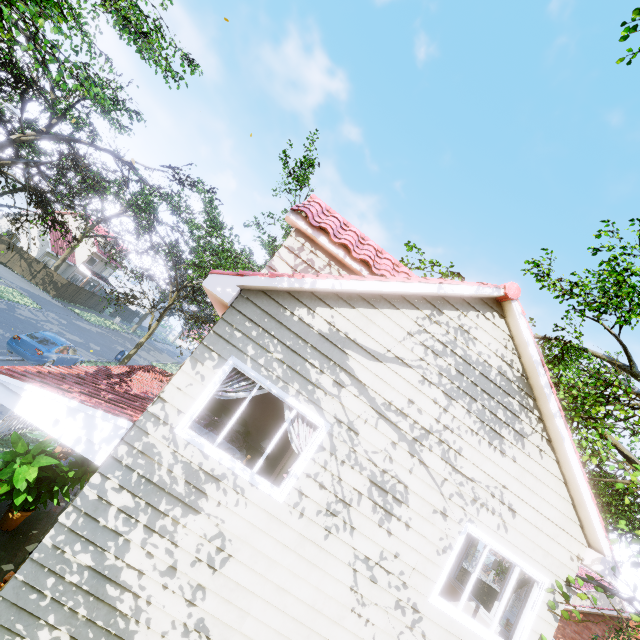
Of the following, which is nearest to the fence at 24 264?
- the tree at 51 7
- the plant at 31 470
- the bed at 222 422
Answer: the tree at 51 7

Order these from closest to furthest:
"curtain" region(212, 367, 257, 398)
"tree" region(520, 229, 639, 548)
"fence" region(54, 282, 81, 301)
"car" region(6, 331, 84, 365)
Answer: "curtain" region(212, 367, 257, 398) < "tree" region(520, 229, 639, 548) < "car" region(6, 331, 84, 365) < "fence" region(54, 282, 81, 301)

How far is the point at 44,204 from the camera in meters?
17.9

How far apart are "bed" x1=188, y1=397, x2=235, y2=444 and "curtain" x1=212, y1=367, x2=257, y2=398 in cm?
97

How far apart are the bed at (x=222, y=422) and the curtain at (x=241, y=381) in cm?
97

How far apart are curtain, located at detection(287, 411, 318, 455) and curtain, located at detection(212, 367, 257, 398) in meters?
0.1 m

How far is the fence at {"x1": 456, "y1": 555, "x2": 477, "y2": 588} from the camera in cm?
2580
